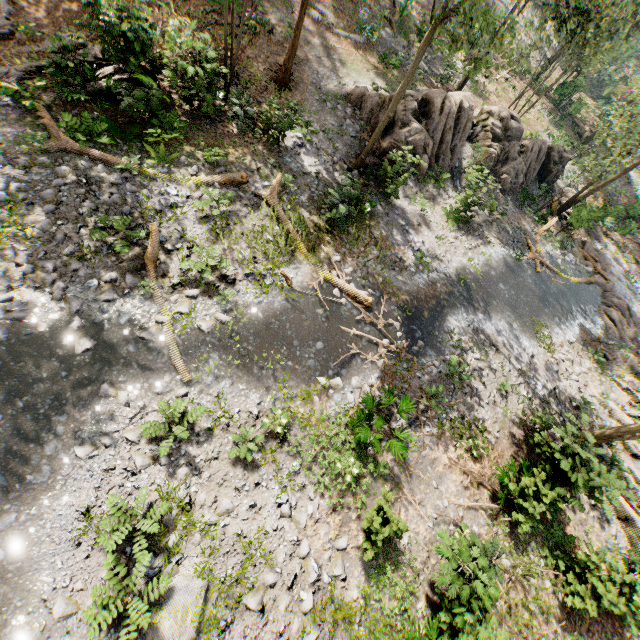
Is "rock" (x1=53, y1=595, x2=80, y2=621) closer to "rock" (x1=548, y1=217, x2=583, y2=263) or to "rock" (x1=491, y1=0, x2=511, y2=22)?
"rock" (x1=548, y1=217, x2=583, y2=263)

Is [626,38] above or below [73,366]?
above

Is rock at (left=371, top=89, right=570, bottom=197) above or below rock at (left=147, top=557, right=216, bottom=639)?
above

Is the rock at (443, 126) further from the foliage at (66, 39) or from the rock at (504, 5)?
the rock at (504, 5)

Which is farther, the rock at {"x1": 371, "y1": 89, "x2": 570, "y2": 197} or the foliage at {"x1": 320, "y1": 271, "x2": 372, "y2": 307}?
the rock at {"x1": 371, "y1": 89, "x2": 570, "y2": 197}

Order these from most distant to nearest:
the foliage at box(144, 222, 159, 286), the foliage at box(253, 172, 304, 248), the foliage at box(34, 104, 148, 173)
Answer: the foliage at box(253, 172, 304, 248) → the foliage at box(34, 104, 148, 173) → the foliage at box(144, 222, 159, 286)

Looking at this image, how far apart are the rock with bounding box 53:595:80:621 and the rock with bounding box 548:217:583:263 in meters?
28.7 m

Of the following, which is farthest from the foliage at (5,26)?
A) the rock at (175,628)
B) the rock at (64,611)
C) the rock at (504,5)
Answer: the rock at (64,611)
